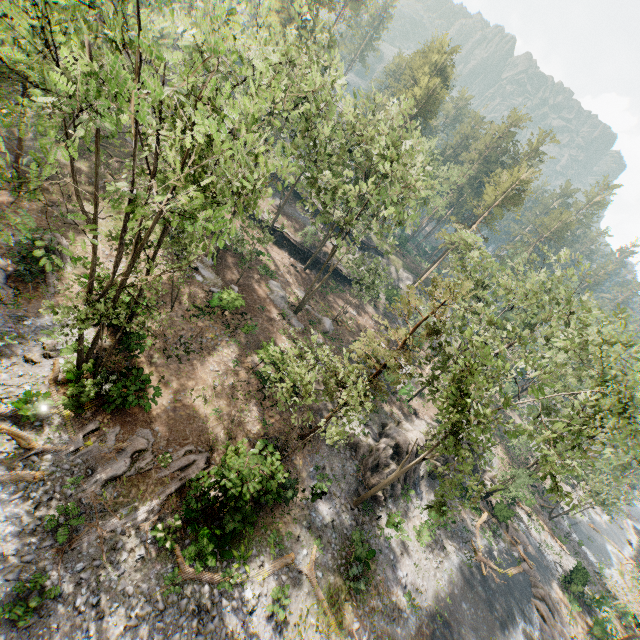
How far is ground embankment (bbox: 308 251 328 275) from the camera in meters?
44.5

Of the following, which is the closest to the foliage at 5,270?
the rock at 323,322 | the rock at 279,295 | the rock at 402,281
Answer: the rock at 402,281

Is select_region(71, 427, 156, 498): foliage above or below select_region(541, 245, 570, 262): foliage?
below

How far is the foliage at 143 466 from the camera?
14.6m

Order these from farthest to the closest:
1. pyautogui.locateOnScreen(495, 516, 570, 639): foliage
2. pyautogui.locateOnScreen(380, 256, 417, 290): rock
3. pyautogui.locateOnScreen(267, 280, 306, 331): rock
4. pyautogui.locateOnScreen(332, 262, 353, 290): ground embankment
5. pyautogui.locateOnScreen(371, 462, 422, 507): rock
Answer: pyautogui.locateOnScreen(380, 256, 417, 290): rock, pyautogui.locateOnScreen(332, 262, 353, 290): ground embankment, pyautogui.locateOnScreen(267, 280, 306, 331): rock, pyautogui.locateOnScreen(495, 516, 570, 639): foliage, pyautogui.locateOnScreen(371, 462, 422, 507): rock

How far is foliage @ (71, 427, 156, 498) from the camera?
14.6m

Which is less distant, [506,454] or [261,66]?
[261,66]

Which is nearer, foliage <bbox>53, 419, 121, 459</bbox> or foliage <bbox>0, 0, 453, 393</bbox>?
foliage <bbox>0, 0, 453, 393</bbox>
